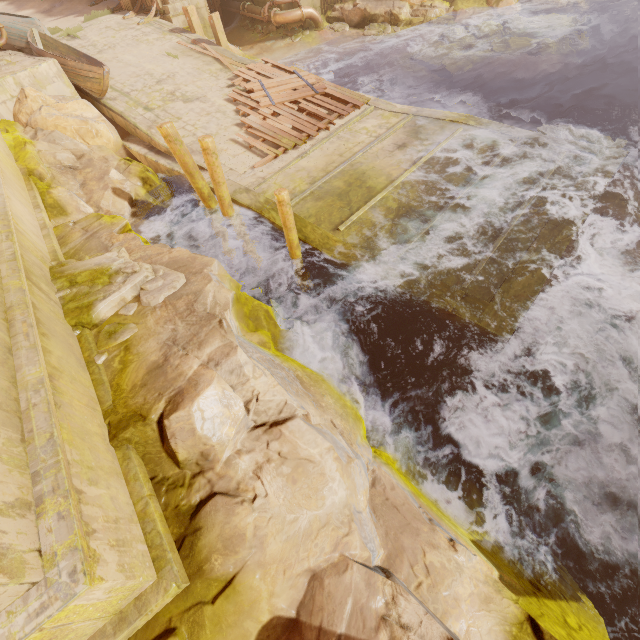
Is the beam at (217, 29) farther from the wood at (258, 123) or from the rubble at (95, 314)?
the rubble at (95, 314)

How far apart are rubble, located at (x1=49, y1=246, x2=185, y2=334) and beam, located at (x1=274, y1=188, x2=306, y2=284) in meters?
2.1

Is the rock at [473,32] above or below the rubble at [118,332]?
below

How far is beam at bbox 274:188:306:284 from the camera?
5.9m

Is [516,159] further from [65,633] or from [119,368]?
[65,633]

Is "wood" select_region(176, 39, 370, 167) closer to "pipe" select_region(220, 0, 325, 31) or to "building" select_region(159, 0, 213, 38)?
"building" select_region(159, 0, 213, 38)

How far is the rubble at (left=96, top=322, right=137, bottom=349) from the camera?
4.4m

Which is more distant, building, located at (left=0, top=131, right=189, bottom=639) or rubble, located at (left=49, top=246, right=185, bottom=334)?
rubble, located at (left=49, top=246, right=185, bottom=334)
